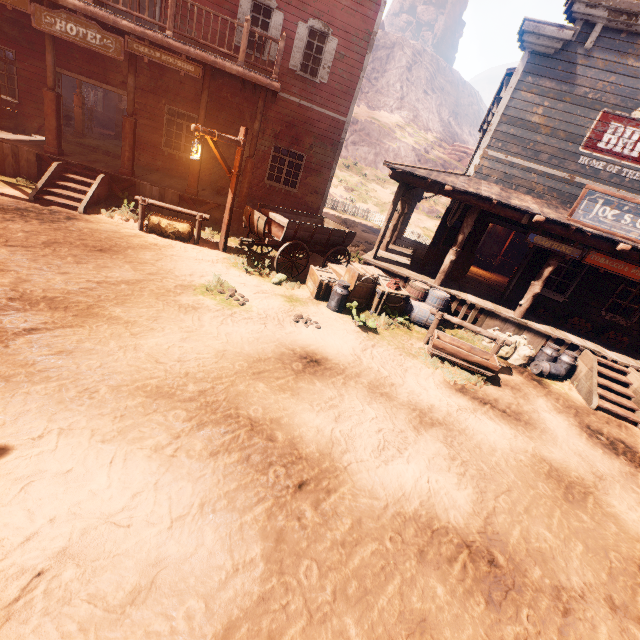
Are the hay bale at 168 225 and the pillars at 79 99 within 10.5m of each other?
yes

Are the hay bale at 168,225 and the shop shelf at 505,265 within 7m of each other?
no

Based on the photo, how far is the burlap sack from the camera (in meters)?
8.79

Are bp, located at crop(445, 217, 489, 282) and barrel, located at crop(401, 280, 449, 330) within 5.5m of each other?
yes

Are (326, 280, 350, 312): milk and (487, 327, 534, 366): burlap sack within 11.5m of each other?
yes

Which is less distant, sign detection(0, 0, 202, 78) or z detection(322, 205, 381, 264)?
sign detection(0, 0, 202, 78)

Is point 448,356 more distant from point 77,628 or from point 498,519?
point 77,628

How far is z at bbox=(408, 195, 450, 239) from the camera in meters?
30.8 m
